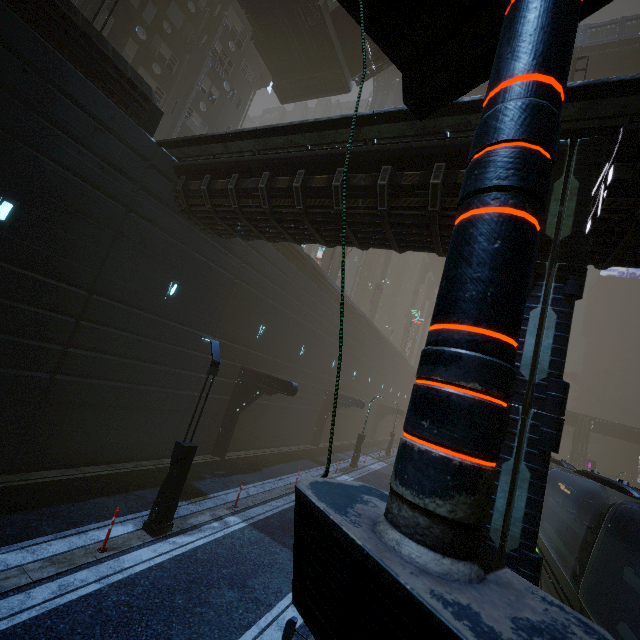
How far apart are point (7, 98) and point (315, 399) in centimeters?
2367cm

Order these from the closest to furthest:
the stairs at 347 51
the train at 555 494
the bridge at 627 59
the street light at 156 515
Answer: the train at 555 494, the street light at 156 515, the stairs at 347 51, the bridge at 627 59

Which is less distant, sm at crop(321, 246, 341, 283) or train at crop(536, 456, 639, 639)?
train at crop(536, 456, 639, 639)

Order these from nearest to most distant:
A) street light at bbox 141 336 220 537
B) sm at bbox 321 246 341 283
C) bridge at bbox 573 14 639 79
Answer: street light at bbox 141 336 220 537
bridge at bbox 573 14 639 79
sm at bbox 321 246 341 283

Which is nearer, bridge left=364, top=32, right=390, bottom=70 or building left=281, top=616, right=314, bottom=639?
building left=281, top=616, right=314, bottom=639

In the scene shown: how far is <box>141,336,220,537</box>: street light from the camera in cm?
897

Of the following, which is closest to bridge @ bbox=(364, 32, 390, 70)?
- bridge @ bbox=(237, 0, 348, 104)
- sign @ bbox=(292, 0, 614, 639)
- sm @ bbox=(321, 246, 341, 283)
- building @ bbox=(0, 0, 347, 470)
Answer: bridge @ bbox=(237, 0, 348, 104)

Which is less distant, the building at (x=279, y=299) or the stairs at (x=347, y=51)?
the building at (x=279, y=299)
